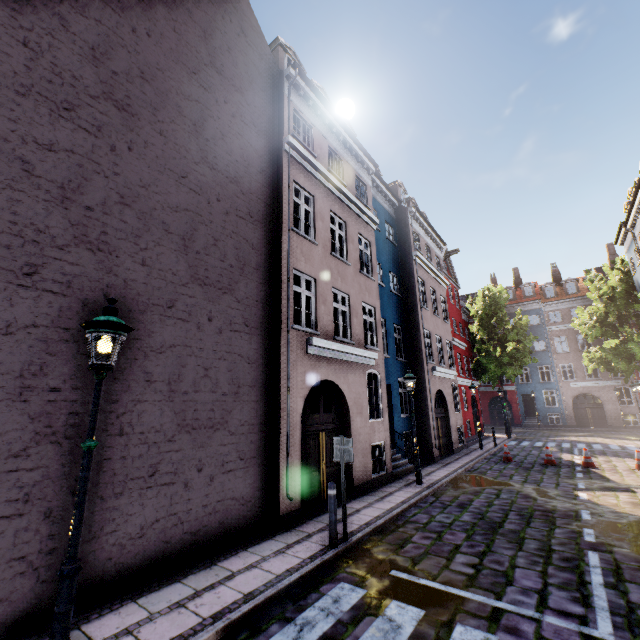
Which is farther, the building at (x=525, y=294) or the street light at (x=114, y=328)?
the building at (x=525, y=294)

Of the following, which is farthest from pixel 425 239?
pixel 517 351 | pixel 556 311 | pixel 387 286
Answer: pixel 556 311

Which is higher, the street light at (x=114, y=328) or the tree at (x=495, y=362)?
the tree at (x=495, y=362)

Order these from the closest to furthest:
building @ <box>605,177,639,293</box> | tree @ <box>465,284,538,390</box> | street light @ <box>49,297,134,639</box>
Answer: street light @ <box>49,297,134,639</box> → building @ <box>605,177,639,293</box> → tree @ <box>465,284,538,390</box>

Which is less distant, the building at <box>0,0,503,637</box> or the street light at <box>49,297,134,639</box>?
the street light at <box>49,297,134,639</box>

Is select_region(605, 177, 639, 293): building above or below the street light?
above

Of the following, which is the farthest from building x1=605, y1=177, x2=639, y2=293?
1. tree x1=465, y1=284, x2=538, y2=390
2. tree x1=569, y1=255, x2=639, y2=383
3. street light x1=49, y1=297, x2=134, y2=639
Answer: tree x1=465, y1=284, x2=538, y2=390
